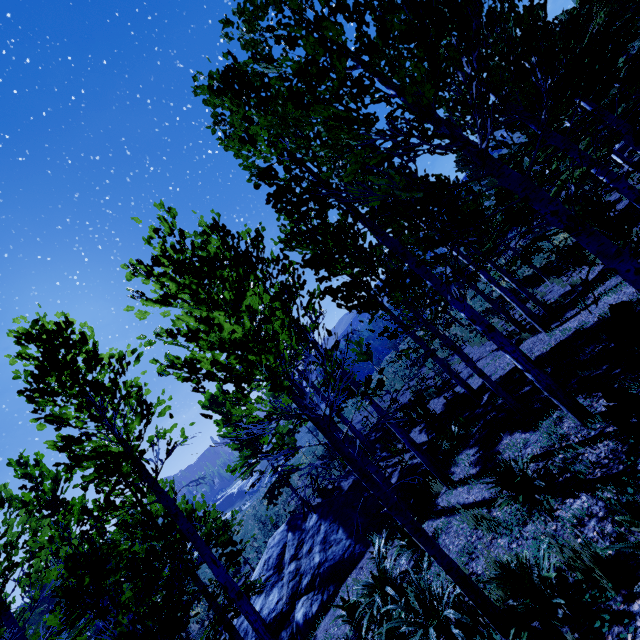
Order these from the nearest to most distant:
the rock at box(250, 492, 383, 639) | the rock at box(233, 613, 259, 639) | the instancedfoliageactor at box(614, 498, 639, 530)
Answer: the instancedfoliageactor at box(614, 498, 639, 530)
the rock at box(250, 492, 383, 639)
the rock at box(233, 613, 259, 639)

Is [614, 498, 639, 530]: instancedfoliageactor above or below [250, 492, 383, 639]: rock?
above

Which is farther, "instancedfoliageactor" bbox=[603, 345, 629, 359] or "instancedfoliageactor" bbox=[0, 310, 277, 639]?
"instancedfoliageactor" bbox=[0, 310, 277, 639]

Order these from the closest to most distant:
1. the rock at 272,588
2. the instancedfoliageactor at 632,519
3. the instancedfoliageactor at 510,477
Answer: the instancedfoliageactor at 632,519, the instancedfoliageactor at 510,477, the rock at 272,588

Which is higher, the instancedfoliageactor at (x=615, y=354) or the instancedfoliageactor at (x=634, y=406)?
the instancedfoliageactor at (x=615, y=354)

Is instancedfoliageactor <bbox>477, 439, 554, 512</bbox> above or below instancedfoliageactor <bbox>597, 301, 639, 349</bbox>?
below

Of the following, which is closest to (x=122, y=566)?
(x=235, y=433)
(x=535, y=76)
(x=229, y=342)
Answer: (x=235, y=433)
